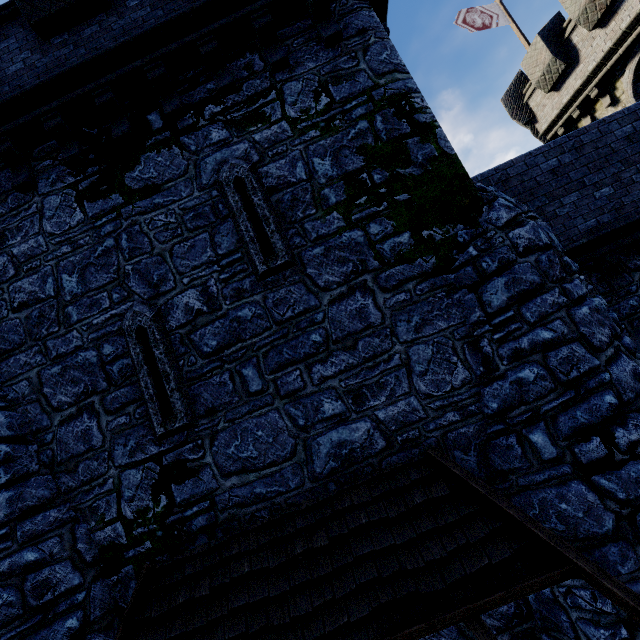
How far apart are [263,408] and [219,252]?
2.6 meters

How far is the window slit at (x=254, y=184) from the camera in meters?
5.0 m

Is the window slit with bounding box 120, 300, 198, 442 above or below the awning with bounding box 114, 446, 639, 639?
above

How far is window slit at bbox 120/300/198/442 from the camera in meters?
4.8 m

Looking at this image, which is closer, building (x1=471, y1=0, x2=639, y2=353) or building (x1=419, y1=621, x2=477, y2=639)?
building (x1=419, y1=621, x2=477, y2=639)

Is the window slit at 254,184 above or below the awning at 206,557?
above

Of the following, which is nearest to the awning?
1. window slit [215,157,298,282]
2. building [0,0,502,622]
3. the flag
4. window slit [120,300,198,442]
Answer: building [0,0,502,622]

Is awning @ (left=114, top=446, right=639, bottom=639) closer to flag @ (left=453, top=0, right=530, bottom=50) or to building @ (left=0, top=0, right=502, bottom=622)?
building @ (left=0, top=0, right=502, bottom=622)
